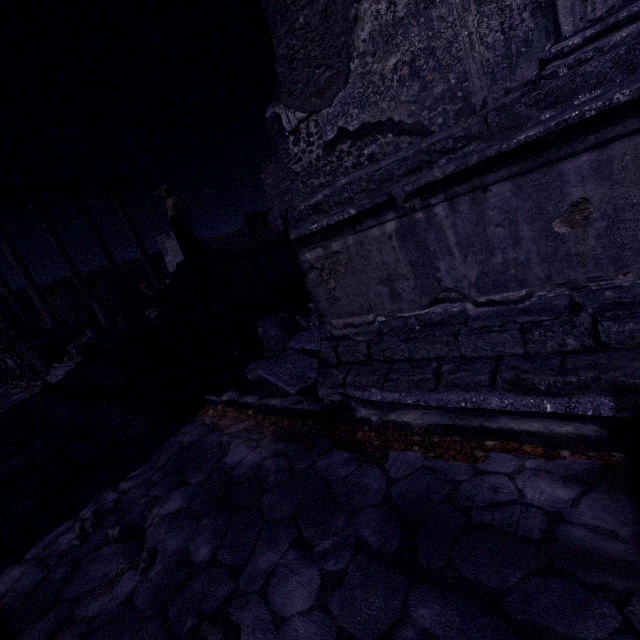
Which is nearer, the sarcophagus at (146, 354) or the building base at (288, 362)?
the building base at (288, 362)

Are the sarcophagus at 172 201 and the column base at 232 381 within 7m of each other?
yes

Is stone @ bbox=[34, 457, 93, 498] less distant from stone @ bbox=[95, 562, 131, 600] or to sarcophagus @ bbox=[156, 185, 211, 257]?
stone @ bbox=[95, 562, 131, 600]

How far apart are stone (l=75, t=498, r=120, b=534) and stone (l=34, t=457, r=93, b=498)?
1.0 meters

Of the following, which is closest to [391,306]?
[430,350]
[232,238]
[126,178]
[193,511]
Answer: [430,350]

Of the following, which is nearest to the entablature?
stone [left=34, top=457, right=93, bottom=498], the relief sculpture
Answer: the relief sculpture

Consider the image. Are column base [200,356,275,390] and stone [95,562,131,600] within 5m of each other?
yes

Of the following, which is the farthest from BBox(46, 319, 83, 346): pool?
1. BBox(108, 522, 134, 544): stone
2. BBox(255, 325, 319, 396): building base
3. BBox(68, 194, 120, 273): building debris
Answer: BBox(108, 522, 134, 544): stone
